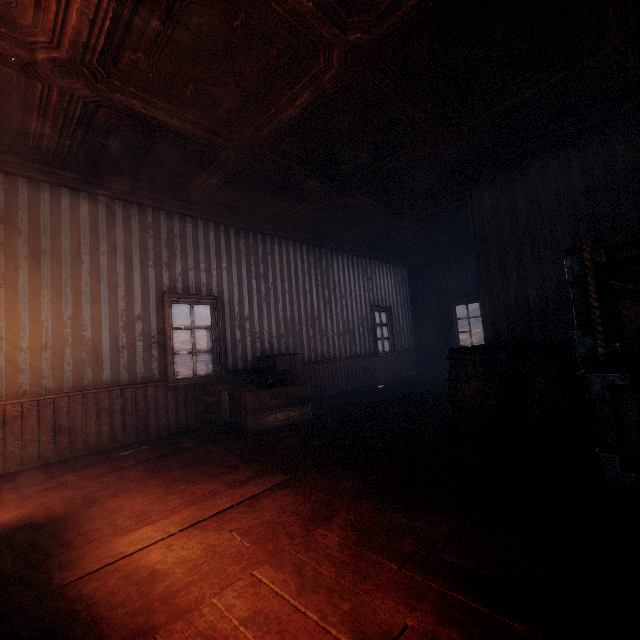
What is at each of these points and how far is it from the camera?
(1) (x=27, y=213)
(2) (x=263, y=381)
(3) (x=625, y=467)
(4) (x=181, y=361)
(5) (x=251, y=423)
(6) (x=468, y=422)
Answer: (1) building, 4.25m
(2) pans, 5.11m
(3) wooden box, 2.27m
(4) z, 41.56m
(5) supply box set, 4.69m
(6) barrel, 3.76m

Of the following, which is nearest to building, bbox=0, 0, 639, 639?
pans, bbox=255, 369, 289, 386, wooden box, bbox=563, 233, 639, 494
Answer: wooden box, bbox=563, 233, 639, 494

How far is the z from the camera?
37.4 meters

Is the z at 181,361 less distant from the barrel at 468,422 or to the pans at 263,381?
the pans at 263,381

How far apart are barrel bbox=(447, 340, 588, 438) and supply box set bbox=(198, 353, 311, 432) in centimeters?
217cm

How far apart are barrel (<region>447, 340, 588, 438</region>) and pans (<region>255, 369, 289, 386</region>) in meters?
2.4

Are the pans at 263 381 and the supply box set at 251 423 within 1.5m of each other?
yes

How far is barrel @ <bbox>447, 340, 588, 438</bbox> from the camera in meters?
3.4 m
